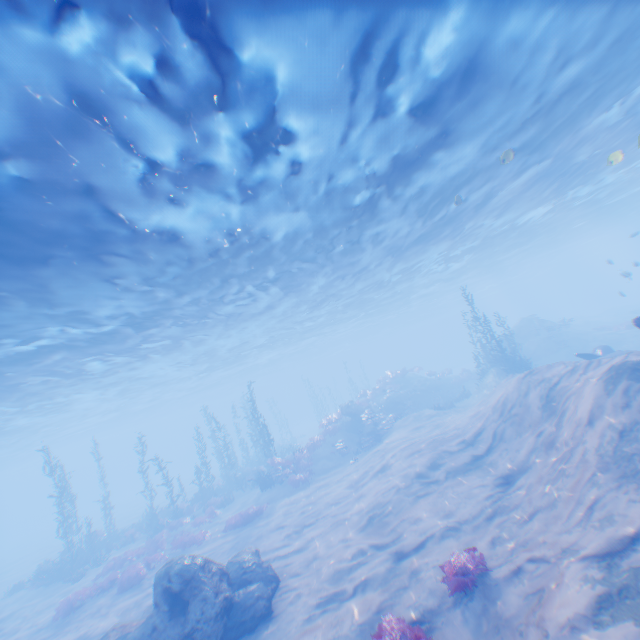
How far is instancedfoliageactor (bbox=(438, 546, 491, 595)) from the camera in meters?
6.9 m

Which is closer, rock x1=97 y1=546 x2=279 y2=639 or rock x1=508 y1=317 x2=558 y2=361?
rock x1=97 y1=546 x2=279 y2=639

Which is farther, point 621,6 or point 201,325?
point 201,325

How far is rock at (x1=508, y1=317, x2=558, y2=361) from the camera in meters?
30.1 m

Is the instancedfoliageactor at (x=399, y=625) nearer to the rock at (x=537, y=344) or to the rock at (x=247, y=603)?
the rock at (x=247, y=603)

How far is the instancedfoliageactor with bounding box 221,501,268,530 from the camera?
18.5m

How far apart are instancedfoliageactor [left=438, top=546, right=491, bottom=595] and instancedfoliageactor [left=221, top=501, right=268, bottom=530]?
14.0 meters

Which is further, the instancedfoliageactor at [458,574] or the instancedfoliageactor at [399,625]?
the instancedfoliageactor at [458,574]
